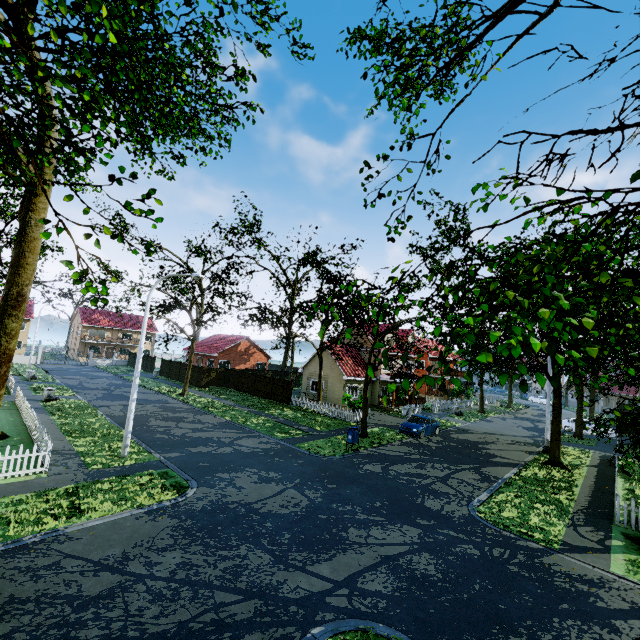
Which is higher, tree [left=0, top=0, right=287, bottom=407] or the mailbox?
tree [left=0, top=0, right=287, bottom=407]

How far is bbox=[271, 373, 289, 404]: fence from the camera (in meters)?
31.72

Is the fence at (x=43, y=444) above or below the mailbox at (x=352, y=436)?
below

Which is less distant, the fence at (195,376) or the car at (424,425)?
the car at (424,425)

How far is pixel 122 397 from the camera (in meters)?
28.34

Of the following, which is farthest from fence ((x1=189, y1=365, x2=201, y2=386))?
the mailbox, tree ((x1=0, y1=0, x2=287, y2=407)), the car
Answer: the mailbox

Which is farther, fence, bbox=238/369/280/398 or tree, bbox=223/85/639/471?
fence, bbox=238/369/280/398
